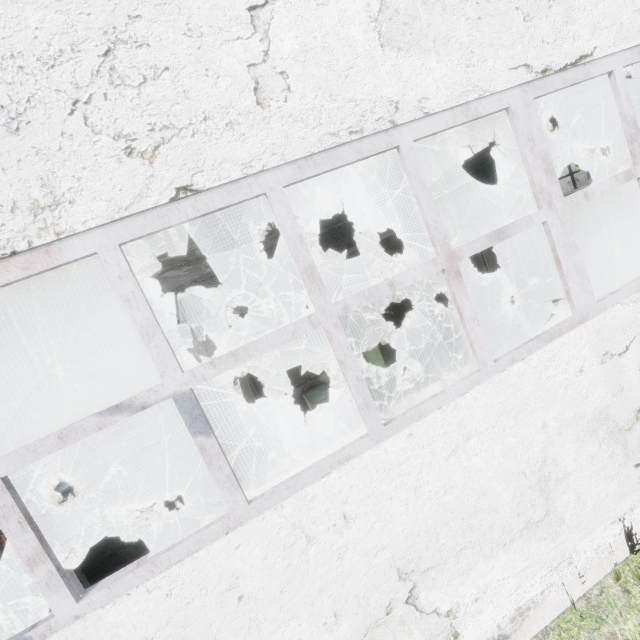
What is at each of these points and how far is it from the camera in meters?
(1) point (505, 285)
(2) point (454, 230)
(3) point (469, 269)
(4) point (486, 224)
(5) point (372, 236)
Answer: (1) boiler tank, 11.1 m
(2) boiler tank, 12.0 m
(3) boiler tank, 10.7 m
(4) boiler tank, 10.8 m
(5) pipe, 18.0 m

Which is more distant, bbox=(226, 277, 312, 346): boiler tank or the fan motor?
the fan motor

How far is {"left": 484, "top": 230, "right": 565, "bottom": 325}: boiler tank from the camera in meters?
9.7 m

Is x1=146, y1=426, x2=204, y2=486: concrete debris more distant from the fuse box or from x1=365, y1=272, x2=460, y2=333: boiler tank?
the fuse box

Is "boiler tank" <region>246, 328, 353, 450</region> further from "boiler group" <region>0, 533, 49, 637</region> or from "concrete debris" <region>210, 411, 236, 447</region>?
"boiler group" <region>0, 533, 49, 637</region>

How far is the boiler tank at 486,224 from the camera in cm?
1076

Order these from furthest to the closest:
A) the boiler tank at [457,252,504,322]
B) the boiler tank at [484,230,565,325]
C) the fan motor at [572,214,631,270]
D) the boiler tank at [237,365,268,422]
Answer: the fan motor at [572,214,631,270], the boiler tank at [457,252,504,322], the boiler tank at [484,230,565,325], the boiler tank at [237,365,268,422]

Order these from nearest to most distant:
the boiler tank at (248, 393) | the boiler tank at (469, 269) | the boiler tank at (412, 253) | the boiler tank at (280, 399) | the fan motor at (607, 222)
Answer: the boiler tank at (280, 399) → the boiler tank at (248, 393) → the boiler tank at (469, 269) → the fan motor at (607, 222) → the boiler tank at (412, 253)
